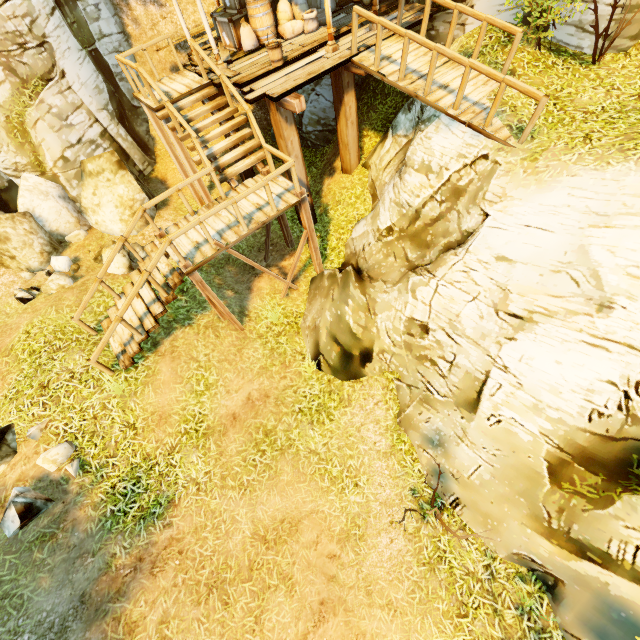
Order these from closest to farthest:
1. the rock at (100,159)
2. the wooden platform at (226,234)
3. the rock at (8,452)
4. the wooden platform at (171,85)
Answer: the rock at (8,452)
the wooden platform at (226,234)
the wooden platform at (171,85)
the rock at (100,159)

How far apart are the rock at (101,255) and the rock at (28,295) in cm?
164

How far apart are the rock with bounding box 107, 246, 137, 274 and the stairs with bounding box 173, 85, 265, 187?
3.7 meters

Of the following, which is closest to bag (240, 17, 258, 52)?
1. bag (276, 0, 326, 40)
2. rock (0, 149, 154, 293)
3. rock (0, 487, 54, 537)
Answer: bag (276, 0, 326, 40)

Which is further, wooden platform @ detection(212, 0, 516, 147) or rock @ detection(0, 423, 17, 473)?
wooden platform @ detection(212, 0, 516, 147)

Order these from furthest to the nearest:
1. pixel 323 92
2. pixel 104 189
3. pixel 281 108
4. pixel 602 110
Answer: pixel 323 92 < pixel 104 189 < pixel 281 108 < pixel 602 110

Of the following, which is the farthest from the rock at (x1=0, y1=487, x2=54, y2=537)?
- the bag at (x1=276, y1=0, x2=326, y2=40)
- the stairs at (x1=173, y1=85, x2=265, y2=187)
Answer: the bag at (x1=276, y1=0, x2=326, y2=40)

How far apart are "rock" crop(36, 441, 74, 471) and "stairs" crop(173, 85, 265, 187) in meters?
7.5 m
